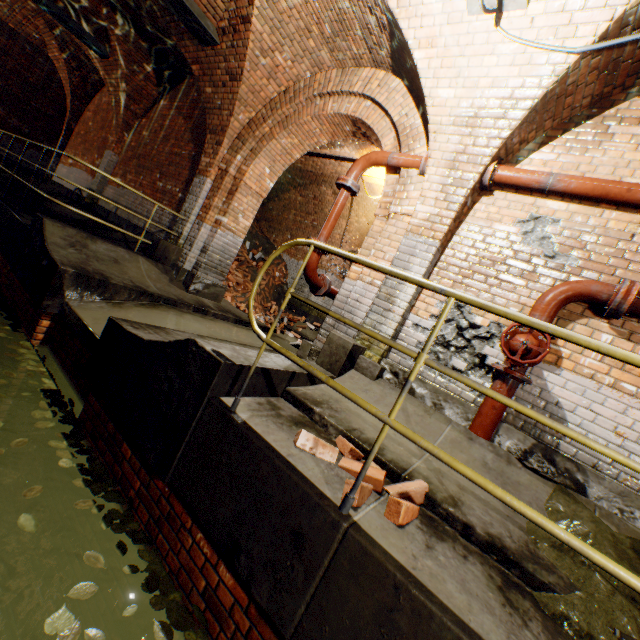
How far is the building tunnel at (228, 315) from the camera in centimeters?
616cm

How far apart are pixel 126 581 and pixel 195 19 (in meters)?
7.62

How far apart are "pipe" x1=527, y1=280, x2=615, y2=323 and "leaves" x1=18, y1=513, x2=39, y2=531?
4.4 meters

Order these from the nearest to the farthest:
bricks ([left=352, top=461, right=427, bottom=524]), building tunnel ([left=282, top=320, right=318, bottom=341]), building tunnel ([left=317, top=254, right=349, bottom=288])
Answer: bricks ([left=352, top=461, right=427, bottom=524]), building tunnel ([left=317, top=254, right=349, bottom=288]), building tunnel ([left=282, top=320, right=318, bottom=341])

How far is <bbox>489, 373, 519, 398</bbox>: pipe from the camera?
3.2m

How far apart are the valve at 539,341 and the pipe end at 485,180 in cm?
162

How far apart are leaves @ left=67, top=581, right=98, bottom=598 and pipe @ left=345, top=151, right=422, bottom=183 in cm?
502

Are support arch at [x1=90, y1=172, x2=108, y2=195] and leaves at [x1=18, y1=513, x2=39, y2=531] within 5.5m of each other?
no
